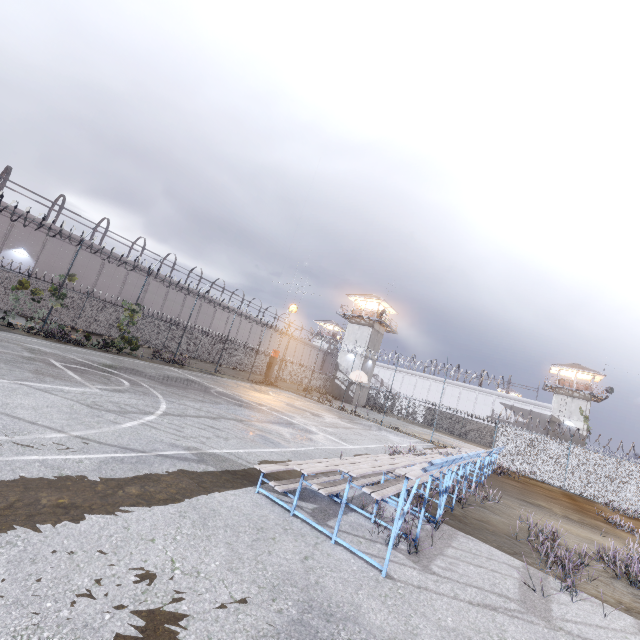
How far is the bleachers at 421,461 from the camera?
4.5 meters

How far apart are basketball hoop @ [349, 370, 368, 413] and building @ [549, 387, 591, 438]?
35.42m

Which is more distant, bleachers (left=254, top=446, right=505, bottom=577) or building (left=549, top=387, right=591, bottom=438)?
building (left=549, top=387, right=591, bottom=438)

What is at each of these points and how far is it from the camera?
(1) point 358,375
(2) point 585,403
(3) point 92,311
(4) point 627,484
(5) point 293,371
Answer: (1) basketball hoop, 27.1 meters
(2) building, 44.4 meters
(3) fence, 27.5 meters
(4) fence, 18.1 meters
(5) fence, 51.1 meters

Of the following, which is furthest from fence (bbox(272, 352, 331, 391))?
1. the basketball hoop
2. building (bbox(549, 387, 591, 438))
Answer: building (bbox(549, 387, 591, 438))

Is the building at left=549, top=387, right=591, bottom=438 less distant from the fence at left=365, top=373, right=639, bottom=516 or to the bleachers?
the fence at left=365, top=373, right=639, bottom=516

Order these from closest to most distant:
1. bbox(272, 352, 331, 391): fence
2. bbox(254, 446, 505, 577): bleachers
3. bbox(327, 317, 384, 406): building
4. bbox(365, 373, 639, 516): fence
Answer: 1. bbox(254, 446, 505, 577): bleachers
2. bbox(365, 373, 639, 516): fence
3. bbox(272, 352, 331, 391): fence
4. bbox(327, 317, 384, 406): building

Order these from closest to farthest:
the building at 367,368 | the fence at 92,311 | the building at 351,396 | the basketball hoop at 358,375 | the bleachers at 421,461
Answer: the bleachers at 421,461 < the fence at 92,311 < the basketball hoop at 358,375 < the building at 351,396 < the building at 367,368
